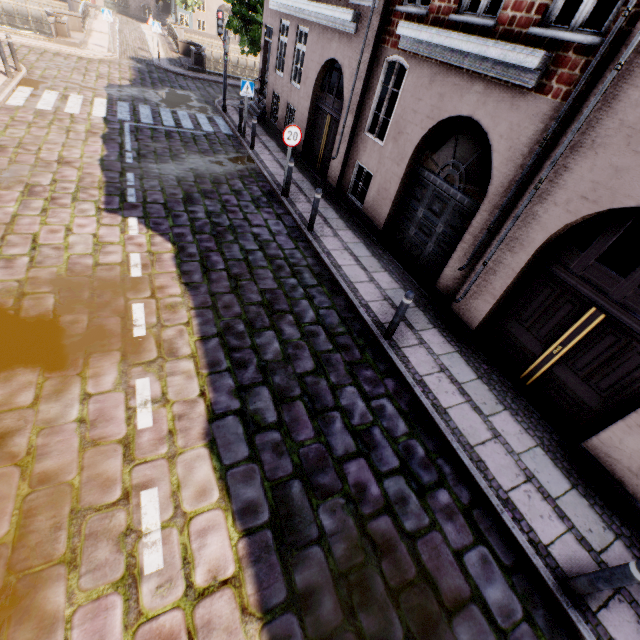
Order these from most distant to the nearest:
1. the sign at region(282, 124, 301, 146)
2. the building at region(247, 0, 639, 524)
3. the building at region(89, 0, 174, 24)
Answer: the building at region(89, 0, 174, 24) < the sign at region(282, 124, 301, 146) < the building at region(247, 0, 639, 524)

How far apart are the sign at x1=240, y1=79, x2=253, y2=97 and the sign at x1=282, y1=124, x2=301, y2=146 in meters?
5.3

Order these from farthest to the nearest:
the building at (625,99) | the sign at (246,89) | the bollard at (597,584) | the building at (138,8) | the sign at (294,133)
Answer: the building at (138,8), the sign at (246,89), the sign at (294,133), the building at (625,99), the bollard at (597,584)

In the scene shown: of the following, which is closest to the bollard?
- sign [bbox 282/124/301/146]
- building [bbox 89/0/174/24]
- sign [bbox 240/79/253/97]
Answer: building [bbox 89/0/174/24]

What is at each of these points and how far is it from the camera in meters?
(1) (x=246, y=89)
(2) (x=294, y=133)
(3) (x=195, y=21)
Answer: (1) sign, 12.0 m
(2) sign, 8.6 m
(3) building, 39.3 m

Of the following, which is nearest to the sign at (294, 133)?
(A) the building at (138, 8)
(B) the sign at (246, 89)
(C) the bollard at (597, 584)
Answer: (A) the building at (138, 8)

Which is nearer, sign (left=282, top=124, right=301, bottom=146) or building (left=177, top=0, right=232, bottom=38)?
sign (left=282, top=124, right=301, bottom=146)

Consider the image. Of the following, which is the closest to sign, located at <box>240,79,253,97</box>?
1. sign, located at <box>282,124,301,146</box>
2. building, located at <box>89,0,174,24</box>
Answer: building, located at <box>89,0,174,24</box>
